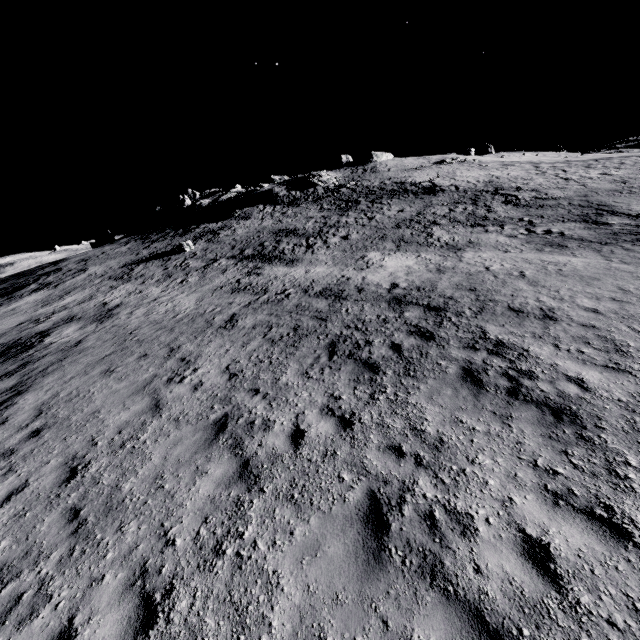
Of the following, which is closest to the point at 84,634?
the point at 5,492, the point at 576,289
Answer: the point at 5,492
